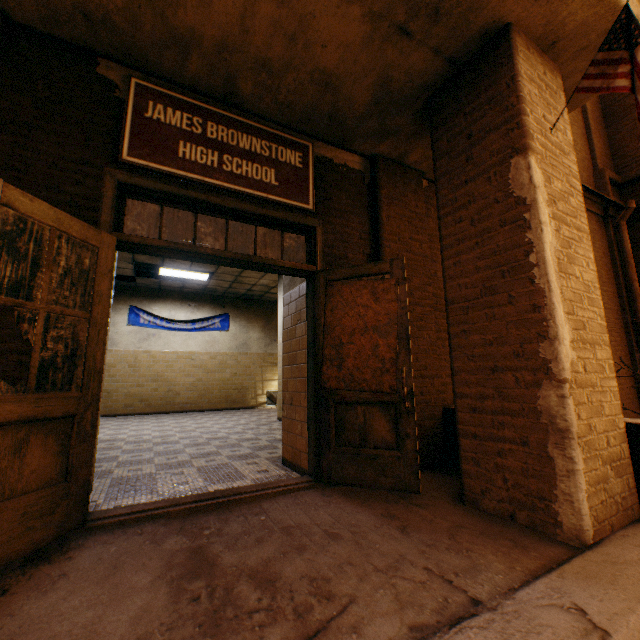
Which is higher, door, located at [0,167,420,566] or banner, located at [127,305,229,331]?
banner, located at [127,305,229,331]

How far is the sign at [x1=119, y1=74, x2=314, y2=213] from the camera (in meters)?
2.60

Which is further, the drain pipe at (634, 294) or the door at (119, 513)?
the drain pipe at (634, 294)

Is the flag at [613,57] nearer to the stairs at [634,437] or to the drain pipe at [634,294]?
the stairs at [634,437]

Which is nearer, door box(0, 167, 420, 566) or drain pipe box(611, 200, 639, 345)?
door box(0, 167, 420, 566)

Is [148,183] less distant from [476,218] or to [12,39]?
[12,39]

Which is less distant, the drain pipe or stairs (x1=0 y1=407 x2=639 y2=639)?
stairs (x1=0 y1=407 x2=639 y2=639)

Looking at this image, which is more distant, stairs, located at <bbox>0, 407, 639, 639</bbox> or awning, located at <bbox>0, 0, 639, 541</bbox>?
awning, located at <bbox>0, 0, 639, 541</bbox>
